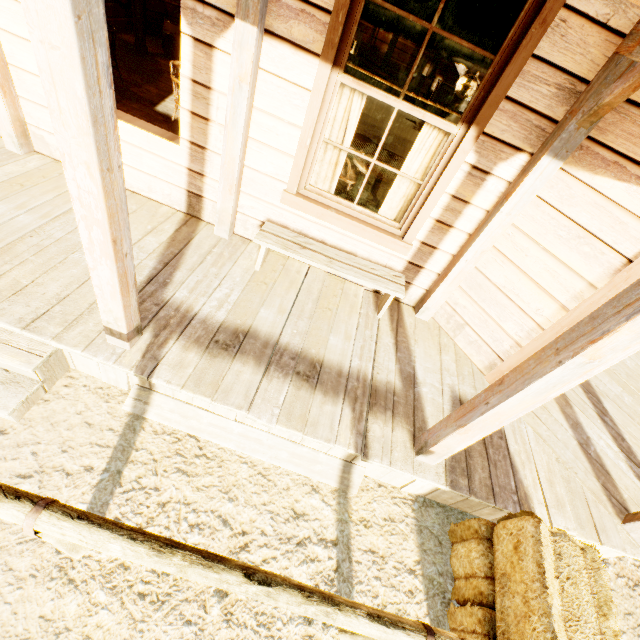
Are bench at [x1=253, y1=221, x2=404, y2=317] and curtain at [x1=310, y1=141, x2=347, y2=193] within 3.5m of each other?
yes

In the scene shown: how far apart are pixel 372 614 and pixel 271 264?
3.1 meters

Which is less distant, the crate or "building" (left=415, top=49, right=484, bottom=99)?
"building" (left=415, top=49, right=484, bottom=99)

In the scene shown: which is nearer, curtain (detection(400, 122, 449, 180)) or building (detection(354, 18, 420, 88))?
curtain (detection(400, 122, 449, 180))

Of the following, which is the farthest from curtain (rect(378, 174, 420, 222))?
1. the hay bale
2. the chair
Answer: the hay bale

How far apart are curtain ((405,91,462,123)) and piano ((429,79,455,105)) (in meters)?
8.28

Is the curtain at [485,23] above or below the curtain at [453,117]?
above

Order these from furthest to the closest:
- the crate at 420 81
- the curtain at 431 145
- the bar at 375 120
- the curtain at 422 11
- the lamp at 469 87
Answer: the crate at 420 81 < the bar at 375 120 < the lamp at 469 87 < the curtain at 431 145 < the curtain at 422 11
